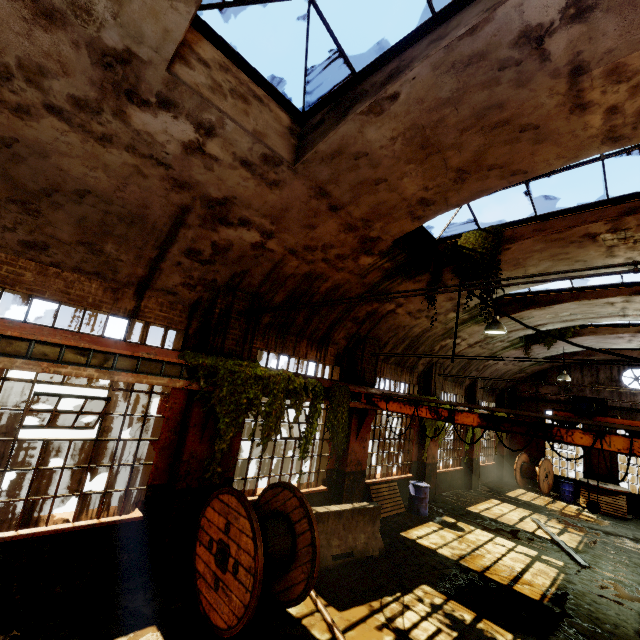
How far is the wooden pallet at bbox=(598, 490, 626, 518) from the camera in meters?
14.7

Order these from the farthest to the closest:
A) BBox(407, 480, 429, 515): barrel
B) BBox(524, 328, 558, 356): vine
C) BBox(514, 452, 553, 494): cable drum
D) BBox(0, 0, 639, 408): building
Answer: BBox(514, 452, 553, 494): cable drum
BBox(407, 480, 429, 515): barrel
BBox(0, 0, 639, 408): building
BBox(524, 328, 558, 356): vine

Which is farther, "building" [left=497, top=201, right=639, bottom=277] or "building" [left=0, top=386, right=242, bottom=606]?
"building" [left=497, top=201, right=639, bottom=277]

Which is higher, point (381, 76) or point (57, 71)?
point (381, 76)

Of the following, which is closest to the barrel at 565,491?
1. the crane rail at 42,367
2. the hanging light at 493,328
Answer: the hanging light at 493,328

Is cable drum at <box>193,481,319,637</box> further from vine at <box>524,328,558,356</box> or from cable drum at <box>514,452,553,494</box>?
cable drum at <box>514,452,553,494</box>

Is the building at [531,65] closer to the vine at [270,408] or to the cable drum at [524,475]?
the vine at [270,408]

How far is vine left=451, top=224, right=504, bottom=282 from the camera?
7.46m
